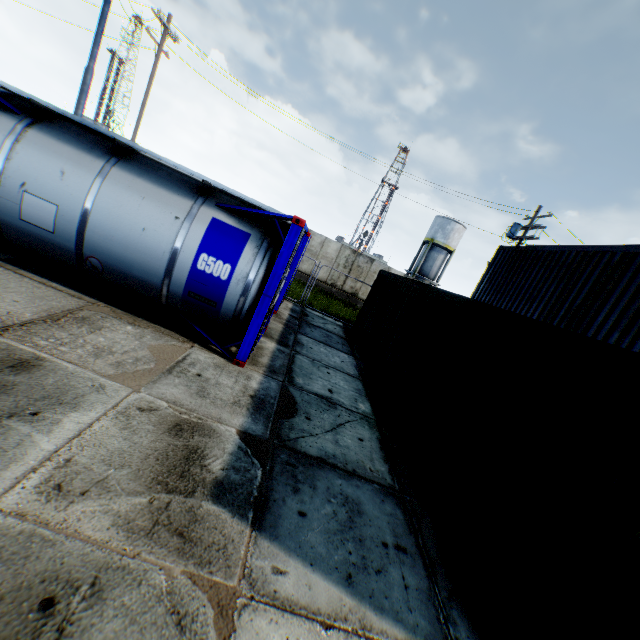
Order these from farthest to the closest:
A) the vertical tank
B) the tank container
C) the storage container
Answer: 1. the vertical tank
2. the tank container
3. the storage container

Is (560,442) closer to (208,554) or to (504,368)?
(504,368)

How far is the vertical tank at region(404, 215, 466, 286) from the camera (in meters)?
38.97

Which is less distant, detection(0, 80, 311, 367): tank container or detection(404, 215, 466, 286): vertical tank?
detection(0, 80, 311, 367): tank container

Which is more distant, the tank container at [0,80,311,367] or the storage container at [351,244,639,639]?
the tank container at [0,80,311,367]

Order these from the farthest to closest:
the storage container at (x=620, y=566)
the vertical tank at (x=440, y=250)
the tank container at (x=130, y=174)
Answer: the vertical tank at (x=440, y=250), the tank container at (x=130, y=174), the storage container at (x=620, y=566)

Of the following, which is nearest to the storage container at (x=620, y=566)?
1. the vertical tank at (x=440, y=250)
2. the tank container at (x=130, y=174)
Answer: the tank container at (x=130, y=174)

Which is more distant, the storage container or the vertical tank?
the vertical tank
